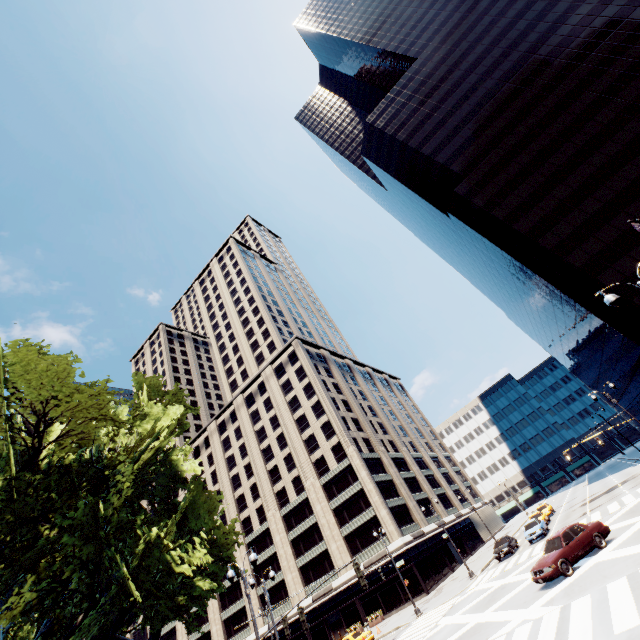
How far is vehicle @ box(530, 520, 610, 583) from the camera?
16.0 meters

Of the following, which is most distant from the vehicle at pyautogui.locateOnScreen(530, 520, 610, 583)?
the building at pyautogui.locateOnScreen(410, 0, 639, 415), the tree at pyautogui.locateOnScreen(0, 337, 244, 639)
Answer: the building at pyautogui.locateOnScreen(410, 0, 639, 415)

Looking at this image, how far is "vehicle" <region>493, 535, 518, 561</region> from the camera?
31.9m

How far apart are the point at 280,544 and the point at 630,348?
56.48m

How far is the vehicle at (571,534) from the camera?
15.97m

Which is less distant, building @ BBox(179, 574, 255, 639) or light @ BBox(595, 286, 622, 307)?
light @ BBox(595, 286, 622, 307)

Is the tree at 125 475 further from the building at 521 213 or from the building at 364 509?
the building at 521 213

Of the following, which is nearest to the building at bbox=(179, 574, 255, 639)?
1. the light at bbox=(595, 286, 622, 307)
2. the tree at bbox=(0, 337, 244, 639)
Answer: the tree at bbox=(0, 337, 244, 639)
